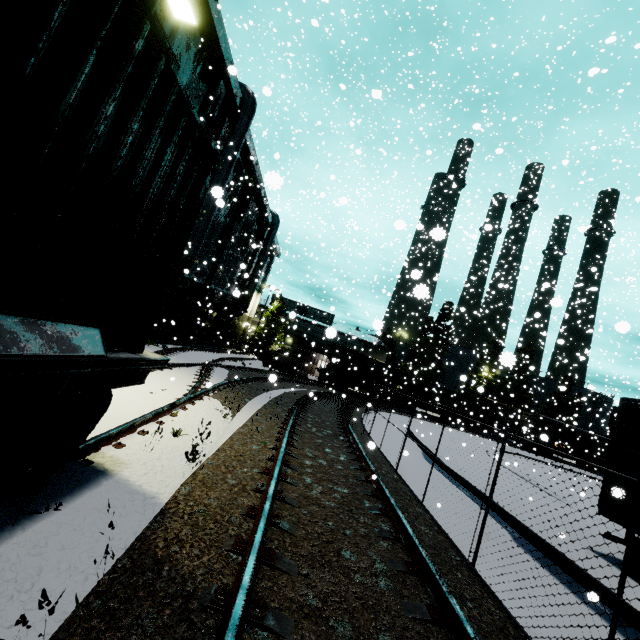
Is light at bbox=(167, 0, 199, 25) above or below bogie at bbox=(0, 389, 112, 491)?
above

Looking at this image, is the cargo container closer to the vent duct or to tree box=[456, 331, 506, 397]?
the vent duct

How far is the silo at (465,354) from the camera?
57.3m

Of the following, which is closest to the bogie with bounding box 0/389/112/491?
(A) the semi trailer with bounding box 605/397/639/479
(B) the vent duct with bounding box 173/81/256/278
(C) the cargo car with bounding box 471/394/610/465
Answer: (B) the vent duct with bounding box 173/81/256/278

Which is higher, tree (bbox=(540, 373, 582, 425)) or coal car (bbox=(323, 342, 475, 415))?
tree (bbox=(540, 373, 582, 425))

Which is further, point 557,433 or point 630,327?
point 557,433

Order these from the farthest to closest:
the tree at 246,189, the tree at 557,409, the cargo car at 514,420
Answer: the cargo car at 514,420 → the tree at 557,409 → the tree at 246,189

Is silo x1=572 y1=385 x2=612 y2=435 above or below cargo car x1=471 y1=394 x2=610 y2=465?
above
